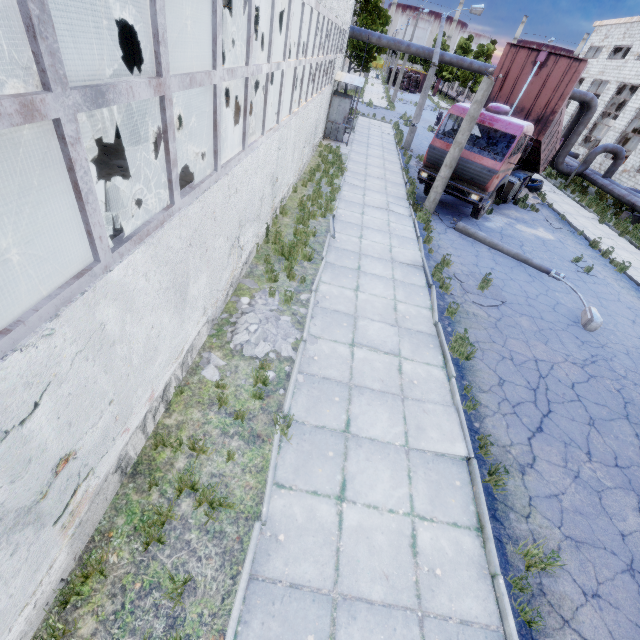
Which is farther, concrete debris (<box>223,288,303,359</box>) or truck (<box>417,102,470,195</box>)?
truck (<box>417,102,470,195</box>)

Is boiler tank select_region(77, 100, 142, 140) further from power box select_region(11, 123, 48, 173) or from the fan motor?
power box select_region(11, 123, 48, 173)

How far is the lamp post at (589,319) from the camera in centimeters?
897cm

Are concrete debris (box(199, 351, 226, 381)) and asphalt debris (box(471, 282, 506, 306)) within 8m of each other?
yes

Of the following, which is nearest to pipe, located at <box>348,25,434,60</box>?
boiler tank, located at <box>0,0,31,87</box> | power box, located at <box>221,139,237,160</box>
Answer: boiler tank, located at <box>0,0,31,87</box>

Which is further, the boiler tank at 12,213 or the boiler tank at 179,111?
the boiler tank at 179,111

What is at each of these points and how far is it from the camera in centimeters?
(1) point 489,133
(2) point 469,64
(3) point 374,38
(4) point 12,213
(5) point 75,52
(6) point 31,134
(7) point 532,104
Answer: (1) truck dump body, 1562cm
(2) pipe, 2005cm
(3) pipe, 1984cm
(4) boiler tank, 723cm
(5) boiler tank, 1042cm
(6) power box, 855cm
(7) truck dump body, 1312cm

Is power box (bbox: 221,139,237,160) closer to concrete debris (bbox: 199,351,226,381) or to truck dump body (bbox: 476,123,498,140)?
concrete debris (bbox: 199,351,226,381)
